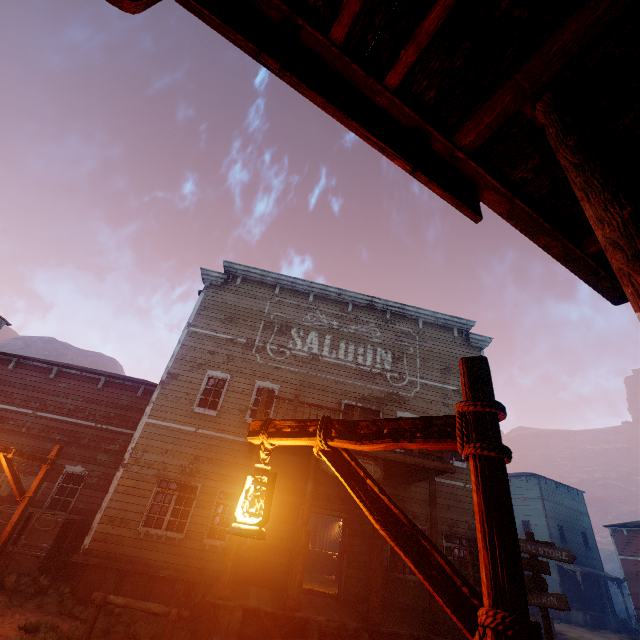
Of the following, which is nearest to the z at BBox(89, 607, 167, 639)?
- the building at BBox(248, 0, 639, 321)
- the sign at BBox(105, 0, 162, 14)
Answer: the building at BBox(248, 0, 639, 321)

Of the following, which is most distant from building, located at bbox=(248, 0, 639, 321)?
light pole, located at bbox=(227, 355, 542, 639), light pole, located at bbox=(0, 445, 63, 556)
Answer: light pole, located at bbox=(0, 445, 63, 556)

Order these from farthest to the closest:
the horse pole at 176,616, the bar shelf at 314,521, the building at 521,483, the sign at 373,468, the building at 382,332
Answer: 1. the building at 521,483
2. the bar shelf at 314,521
3. the sign at 373,468
4. the building at 382,332
5. the horse pole at 176,616

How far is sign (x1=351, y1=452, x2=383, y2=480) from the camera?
8.9m

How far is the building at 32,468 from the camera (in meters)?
12.41

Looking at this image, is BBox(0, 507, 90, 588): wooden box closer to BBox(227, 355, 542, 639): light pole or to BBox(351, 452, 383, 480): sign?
BBox(351, 452, 383, 480): sign

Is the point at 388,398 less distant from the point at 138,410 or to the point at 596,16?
the point at 138,410

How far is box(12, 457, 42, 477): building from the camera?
12.41m
